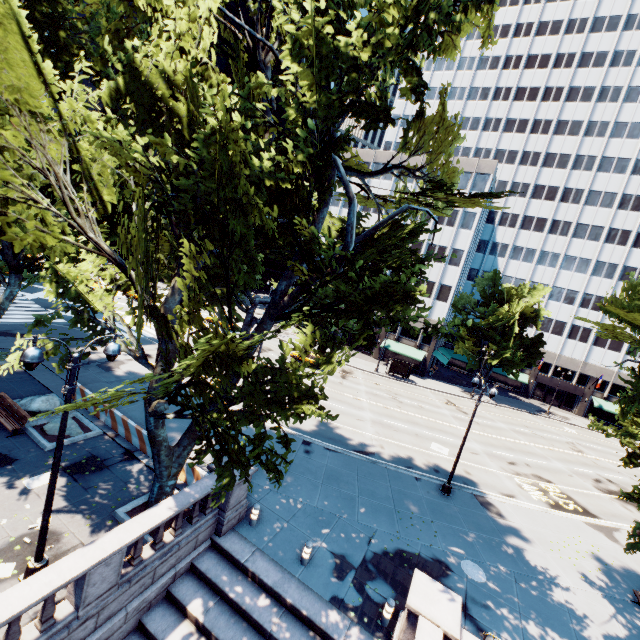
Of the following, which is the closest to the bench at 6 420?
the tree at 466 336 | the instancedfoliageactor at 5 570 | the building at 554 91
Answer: the tree at 466 336

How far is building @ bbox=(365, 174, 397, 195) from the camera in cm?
5178

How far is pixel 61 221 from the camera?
10.72m

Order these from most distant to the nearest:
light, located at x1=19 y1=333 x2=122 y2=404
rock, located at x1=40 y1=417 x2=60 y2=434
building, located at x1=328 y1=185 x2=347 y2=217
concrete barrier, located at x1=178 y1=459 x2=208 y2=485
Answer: building, located at x1=328 y1=185 x2=347 y2=217 < rock, located at x1=40 y1=417 x2=60 y2=434 < concrete barrier, located at x1=178 y1=459 x2=208 y2=485 < light, located at x1=19 y1=333 x2=122 y2=404

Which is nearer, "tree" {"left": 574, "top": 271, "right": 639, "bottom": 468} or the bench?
"tree" {"left": 574, "top": 271, "right": 639, "bottom": 468}

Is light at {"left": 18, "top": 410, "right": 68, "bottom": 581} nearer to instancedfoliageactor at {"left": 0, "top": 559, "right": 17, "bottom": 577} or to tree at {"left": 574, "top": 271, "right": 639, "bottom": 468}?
instancedfoliageactor at {"left": 0, "top": 559, "right": 17, "bottom": 577}

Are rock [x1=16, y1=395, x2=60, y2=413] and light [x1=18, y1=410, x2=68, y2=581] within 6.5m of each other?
no

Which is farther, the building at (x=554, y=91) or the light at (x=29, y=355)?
the building at (x=554, y=91)
